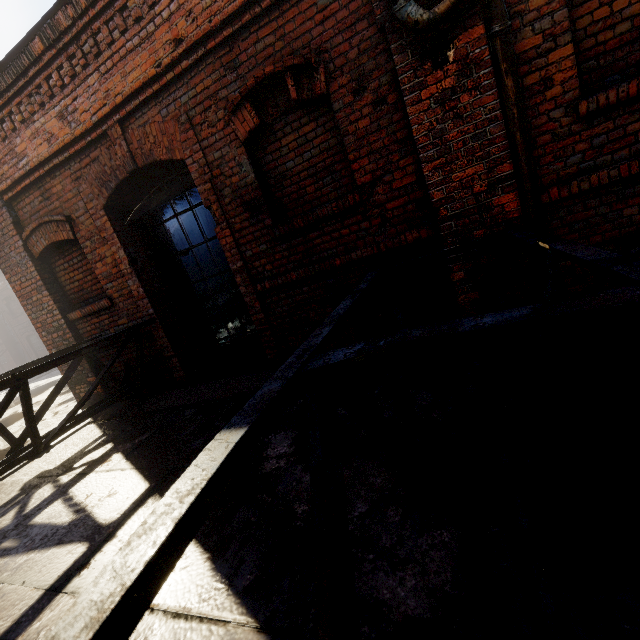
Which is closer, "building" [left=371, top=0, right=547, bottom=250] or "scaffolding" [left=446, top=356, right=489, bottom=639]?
"scaffolding" [left=446, top=356, right=489, bottom=639]

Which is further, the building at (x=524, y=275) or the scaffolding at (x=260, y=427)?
the building at (x=524, y=275)

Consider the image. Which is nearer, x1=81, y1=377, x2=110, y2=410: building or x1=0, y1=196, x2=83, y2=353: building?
x1=0, y1=196, x2=83, y2=353: building

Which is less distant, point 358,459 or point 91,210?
point 358,459

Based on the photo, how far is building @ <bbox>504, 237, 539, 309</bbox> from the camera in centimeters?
292cm

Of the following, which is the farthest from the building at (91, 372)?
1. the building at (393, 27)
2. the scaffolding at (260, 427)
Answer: the building at (393, 27)

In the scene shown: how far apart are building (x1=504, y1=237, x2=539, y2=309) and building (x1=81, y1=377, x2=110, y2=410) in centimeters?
556cm

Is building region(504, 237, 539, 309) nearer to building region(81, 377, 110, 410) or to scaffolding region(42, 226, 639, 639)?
scaffolding region(42, 226, 639, 639)
